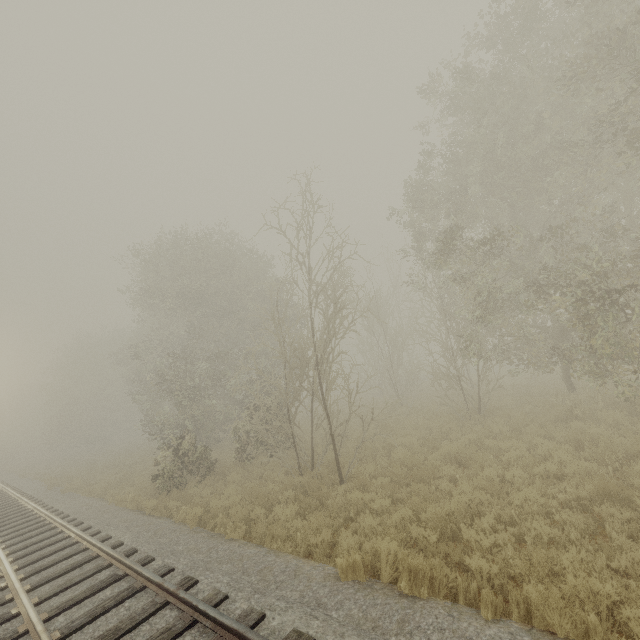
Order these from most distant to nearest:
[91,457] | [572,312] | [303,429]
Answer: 1. [91,457]
2. [303,429]
3. [572,312]
